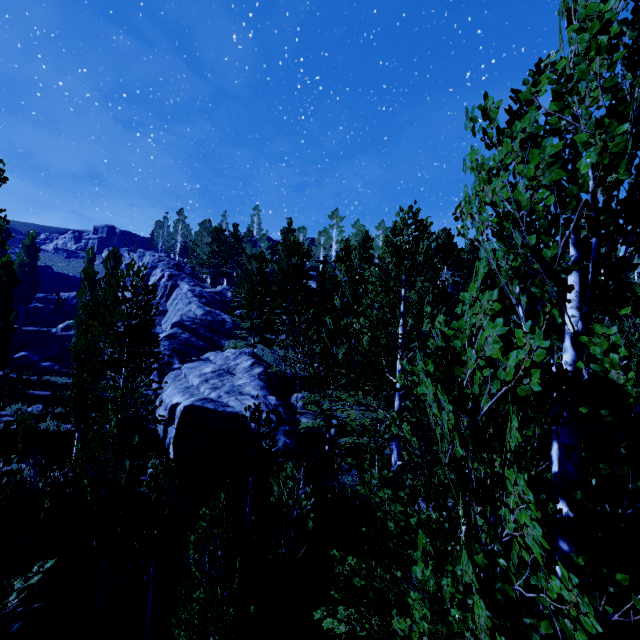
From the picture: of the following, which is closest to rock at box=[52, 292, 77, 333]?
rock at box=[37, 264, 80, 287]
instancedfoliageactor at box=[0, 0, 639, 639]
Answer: instancedfoliageactor at box=[0, 0, 639, 639]

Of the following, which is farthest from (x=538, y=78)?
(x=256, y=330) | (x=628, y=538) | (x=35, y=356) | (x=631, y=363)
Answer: (x=35, y=356)

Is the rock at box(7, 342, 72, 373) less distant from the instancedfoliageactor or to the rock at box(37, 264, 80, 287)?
the instancedfoliageactor

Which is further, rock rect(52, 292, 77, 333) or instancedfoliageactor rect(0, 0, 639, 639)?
rock rect(52, 292, 77, 333)

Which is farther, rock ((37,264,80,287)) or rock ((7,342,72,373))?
rock ((37,264,80,287))

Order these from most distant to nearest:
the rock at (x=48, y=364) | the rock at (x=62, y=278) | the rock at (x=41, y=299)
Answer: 1. the rock at (x=62, y=278)
2. the rock at (x=41, y=299)
3. the rock at (x=48, y=364)

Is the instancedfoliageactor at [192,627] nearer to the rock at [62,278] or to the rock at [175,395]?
the rock at [175,395]

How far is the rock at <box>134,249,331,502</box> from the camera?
13.8m
